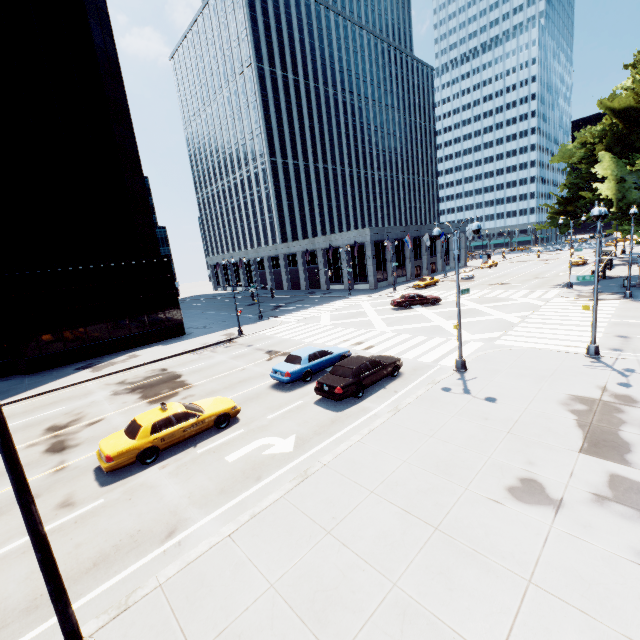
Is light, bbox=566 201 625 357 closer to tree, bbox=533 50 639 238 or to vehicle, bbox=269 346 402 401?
vehicle, bbox=269 346 402 401

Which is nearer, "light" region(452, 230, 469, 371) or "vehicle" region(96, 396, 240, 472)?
"vehicle" region(96, 396, 240, 472)

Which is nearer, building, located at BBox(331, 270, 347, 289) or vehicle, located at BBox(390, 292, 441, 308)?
vehicle, located at BBox(390, 292, 441, 308)

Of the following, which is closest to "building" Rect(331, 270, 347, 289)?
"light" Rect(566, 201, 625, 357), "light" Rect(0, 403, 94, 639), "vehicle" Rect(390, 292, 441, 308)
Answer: "vehicle" Rect(390, 292, 441, 308)

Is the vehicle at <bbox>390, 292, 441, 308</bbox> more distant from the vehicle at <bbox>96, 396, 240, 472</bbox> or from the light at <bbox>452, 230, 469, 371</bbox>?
the vehicle at <bbox>96, 396, 240, 472</bbox>

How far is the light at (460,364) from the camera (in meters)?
15.30

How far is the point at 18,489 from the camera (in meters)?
4.64

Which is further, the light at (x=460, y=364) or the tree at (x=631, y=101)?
the tree at (x=631, y=101)
